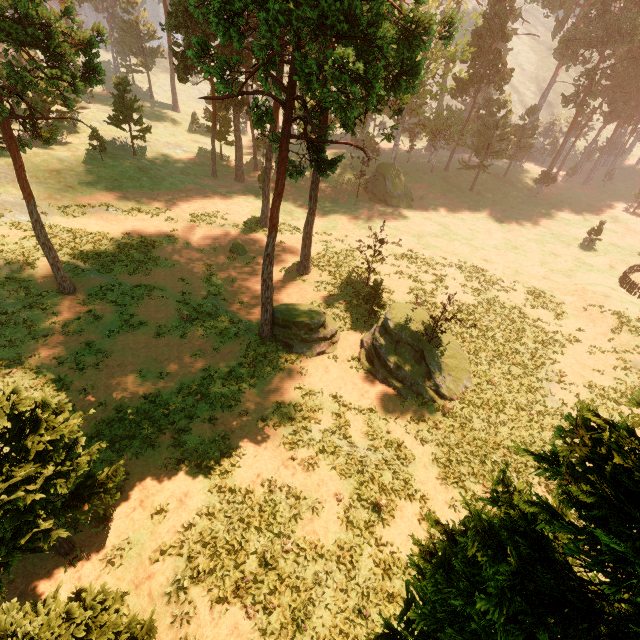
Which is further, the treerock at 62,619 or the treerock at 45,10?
the treerock at 45,10

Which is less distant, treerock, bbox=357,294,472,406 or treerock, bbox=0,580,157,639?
treerock, bbox=0,580,157,639

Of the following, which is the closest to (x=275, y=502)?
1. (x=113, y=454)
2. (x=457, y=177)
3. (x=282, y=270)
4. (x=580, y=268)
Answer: (x=113, y=454)

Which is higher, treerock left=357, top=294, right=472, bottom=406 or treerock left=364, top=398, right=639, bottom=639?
treerock left=364, top=398, right=639, bottom=639

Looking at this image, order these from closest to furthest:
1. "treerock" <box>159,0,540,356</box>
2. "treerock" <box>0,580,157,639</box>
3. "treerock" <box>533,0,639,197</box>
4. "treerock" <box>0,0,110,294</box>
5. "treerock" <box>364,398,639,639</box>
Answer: "treerock" <box>364,398,639,639</box>, "treerock" <box>0,580,157,639</box>, "treerock" <box>159,0,540,356</box>, "treerock" <box>0,0,110,294</box>, "treerock" <box>533,0,639,197</box>

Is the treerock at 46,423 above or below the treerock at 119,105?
below
